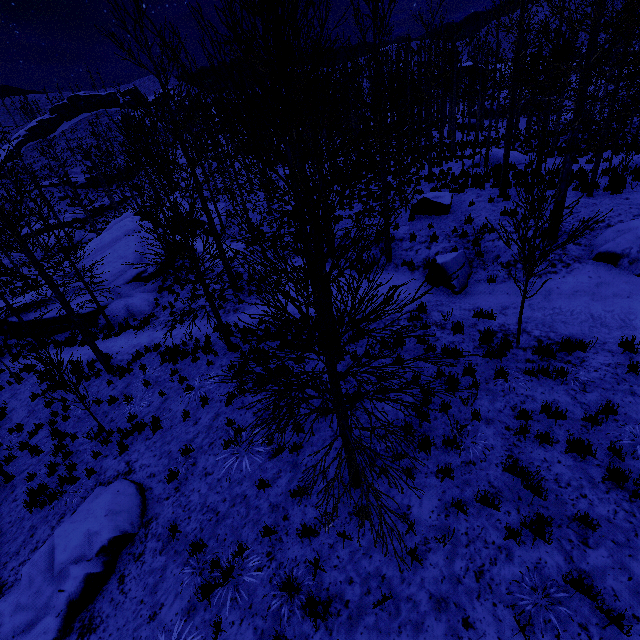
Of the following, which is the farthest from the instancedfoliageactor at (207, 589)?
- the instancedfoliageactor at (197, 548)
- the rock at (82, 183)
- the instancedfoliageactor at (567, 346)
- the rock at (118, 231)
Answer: the rock at (82, 183)

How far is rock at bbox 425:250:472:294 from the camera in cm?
1009

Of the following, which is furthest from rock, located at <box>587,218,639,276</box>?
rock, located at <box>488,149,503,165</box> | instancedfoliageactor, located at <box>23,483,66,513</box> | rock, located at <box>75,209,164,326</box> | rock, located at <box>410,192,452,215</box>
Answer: rock, located at <box>75,209,164,326</box>

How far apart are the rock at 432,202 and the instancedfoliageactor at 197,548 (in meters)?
13.79

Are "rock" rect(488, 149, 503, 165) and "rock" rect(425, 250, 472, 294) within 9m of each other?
no

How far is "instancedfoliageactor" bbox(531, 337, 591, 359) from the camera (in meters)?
6.86

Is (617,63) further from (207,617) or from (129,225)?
(129,225)

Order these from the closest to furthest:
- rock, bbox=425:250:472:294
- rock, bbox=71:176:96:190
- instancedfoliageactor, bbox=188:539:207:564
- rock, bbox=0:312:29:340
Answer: instancedfoliageactor, bbox=188:539:207:564 < rock, bbox=425:250:472:294 < rock, bbox=0:312:29:340 < rock, bbox=71:176:96:190
